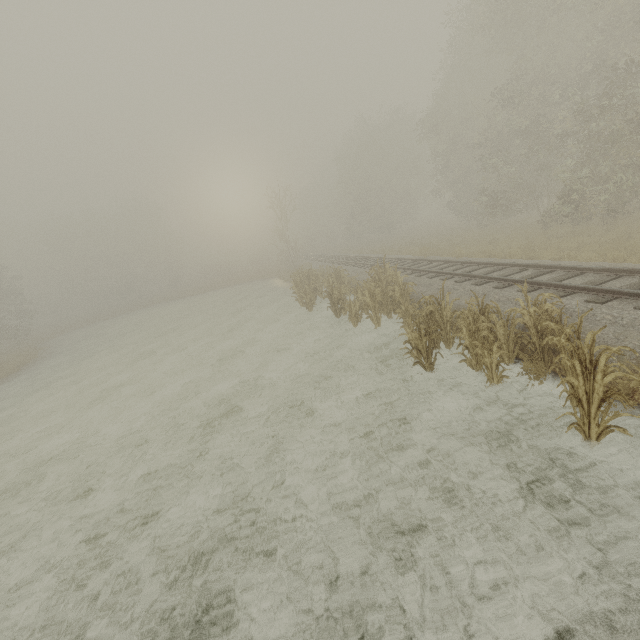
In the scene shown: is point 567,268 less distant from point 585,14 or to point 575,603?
point 575,603
